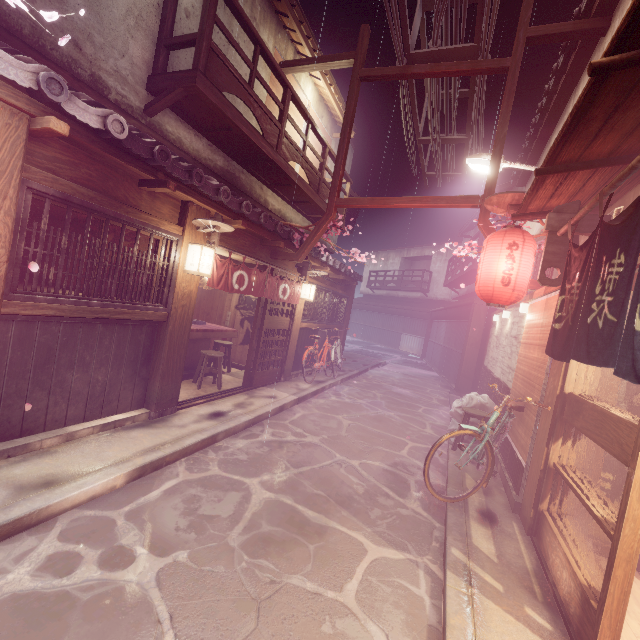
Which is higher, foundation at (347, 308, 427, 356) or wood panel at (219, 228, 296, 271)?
wood panel at (219, 228, 296, 271)

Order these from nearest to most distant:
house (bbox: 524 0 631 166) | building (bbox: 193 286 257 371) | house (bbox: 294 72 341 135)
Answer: house (bbox: 524 0 631 166) → house (bbox: 294 72 341 135) → building (bbox: 193 286 257 371)

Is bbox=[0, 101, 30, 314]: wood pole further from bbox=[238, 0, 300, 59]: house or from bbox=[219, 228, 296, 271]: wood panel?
bbox=[238, 0, 300, 59]: house

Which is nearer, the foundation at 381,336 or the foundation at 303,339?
the foundation at 303,339

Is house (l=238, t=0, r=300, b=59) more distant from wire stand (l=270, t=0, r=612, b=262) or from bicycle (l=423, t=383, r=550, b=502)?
wire stand (l=270, t=0, r=612, b=262)

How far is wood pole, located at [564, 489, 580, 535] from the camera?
6.21m

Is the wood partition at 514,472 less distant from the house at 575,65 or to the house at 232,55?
the house at 575,65

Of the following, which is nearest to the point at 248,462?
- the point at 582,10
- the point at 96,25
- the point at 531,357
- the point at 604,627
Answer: the point at 604,627
